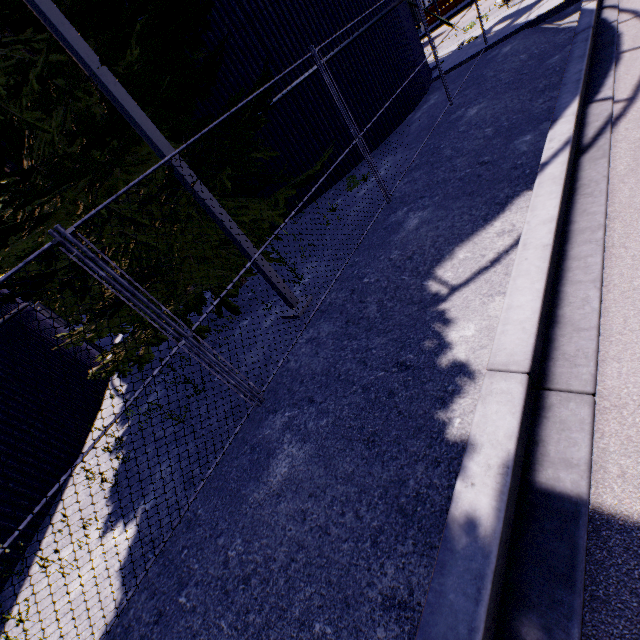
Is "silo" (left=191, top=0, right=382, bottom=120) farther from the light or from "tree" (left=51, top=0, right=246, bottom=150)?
the light

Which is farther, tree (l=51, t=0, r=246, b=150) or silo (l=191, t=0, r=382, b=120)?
silo (l=191, t=0, r=382, b=120)

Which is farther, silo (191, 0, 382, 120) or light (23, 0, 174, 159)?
silo (191, 0, 382, 120)

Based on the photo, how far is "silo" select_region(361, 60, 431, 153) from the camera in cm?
1082

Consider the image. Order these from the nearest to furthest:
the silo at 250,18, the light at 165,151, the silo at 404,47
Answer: the light at 165,151 < the silo at 250,18 < the silo at 404,47

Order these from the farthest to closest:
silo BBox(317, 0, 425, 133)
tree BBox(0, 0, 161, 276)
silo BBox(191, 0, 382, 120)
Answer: silo BBox(317, 0, 425, 133), silo BBox(191, 0, 382, 120), tree BBox(0, 0, 161, 276)

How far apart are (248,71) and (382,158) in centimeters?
443cm

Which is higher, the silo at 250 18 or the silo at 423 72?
the silo at 250 18
